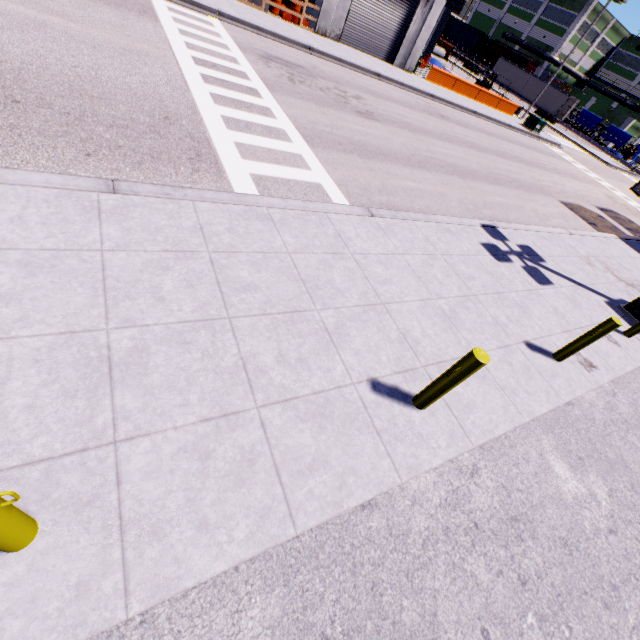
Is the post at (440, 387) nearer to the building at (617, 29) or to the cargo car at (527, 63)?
the building at (617, 29)

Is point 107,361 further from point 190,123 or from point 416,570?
point 190,123

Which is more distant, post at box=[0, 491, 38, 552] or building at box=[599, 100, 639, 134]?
building at box=[599, 100, 639, 134]

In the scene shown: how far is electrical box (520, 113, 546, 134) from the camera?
29.8 meters

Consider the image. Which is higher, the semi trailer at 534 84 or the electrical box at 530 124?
the semi trailer at 534 84

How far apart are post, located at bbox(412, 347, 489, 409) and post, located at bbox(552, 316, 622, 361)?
A: 3.5 meters

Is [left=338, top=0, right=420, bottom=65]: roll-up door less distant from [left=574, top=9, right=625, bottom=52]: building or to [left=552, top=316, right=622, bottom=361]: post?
[left=574, top=9, right=625, bottom=52]: building

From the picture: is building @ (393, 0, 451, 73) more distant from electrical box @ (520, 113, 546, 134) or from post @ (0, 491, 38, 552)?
post @ (0, 491, 38, 552)
